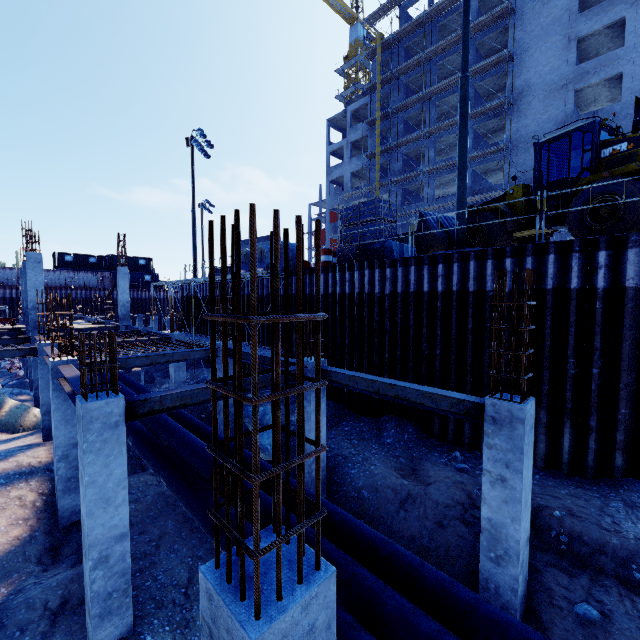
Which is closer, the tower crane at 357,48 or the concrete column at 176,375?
the concrete column at 176,375

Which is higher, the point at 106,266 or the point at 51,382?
the point at 106,266

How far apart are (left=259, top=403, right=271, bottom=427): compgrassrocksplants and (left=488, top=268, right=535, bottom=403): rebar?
8.88m

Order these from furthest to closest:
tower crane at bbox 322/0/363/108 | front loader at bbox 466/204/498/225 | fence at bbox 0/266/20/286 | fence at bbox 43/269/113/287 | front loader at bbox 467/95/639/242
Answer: tower crane at bbox 322/0/363/108, fence at bbox 43/269/113/287, fence at bbox 0/266/20/286, front loader at bbox 466/204/498/225, front loader at bbox 467/95/639/242

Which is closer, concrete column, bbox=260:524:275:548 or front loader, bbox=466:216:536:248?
concrete column, bbox=260:524:275:548

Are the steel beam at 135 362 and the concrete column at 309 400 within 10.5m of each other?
yes

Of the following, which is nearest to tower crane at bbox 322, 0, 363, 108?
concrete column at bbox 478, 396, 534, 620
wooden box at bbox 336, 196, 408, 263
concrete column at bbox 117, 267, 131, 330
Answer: concrete column at bbox 117, 267, 131, 330

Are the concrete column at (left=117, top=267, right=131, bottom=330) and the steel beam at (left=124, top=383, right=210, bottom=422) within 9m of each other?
no
